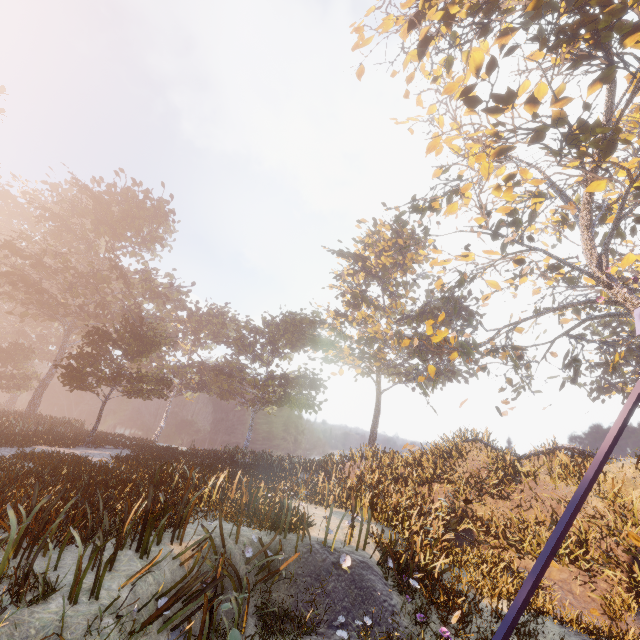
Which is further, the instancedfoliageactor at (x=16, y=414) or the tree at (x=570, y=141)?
the tree at (x=570, y=141)

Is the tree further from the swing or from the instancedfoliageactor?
the instancedfoliageactor

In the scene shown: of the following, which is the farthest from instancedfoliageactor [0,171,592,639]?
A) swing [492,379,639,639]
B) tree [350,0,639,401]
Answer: tree [350,0,639,401]

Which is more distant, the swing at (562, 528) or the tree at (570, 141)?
the tree at (570, 141)

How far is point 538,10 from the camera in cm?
1338

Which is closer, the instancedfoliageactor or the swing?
the swing

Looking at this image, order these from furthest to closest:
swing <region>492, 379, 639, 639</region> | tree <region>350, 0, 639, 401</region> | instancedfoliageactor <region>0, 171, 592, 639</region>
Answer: tree <region>350, 0, 639, 401</region>
instancedfoliageactor <region>0, 171, 592, 639</region>
swing <region>492, 379, 639, 639</region>
